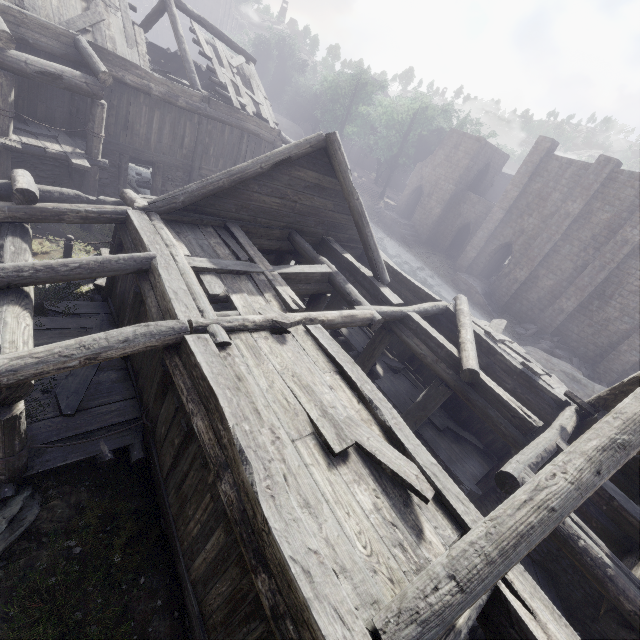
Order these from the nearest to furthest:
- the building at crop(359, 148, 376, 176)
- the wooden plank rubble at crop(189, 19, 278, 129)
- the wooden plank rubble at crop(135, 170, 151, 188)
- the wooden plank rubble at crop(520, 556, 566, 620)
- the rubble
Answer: A:
1. the wooden plank rubble at crop(520, 556, 566, 620)
2. the wooden plank rubble at crop(189, 19, 278, 129)
3. the wooden plank rubble at crop(135, 170, 151, 188)
4. the rubble
5. the building at crop(359, 148, 376, 176)

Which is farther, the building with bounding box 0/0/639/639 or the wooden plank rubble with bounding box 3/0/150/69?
the wooden plank rubble with bounding box 3/0/150/69

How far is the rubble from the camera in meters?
23.6 m

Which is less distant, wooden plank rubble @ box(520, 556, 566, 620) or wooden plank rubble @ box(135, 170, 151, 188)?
wooden plank rubble @ box(520, 556, 566, 620)

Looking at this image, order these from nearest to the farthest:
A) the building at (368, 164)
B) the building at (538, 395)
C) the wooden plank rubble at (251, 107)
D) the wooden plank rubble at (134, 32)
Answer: the building at (538, 395) → the wooden plank rubble at (134, 32) → the wooden plank rubble at (251, 107) → the building at (368, 164)

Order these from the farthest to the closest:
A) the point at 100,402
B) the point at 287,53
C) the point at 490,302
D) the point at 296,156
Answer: the point at 287,53, the point at 490,302, the point at 296,156, the point at 100,402

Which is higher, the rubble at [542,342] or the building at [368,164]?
the building at [368,164]

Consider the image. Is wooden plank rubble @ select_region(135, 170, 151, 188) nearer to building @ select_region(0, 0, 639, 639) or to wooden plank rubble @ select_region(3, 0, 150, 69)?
building @ select_region(0, 0, 639, 639)
